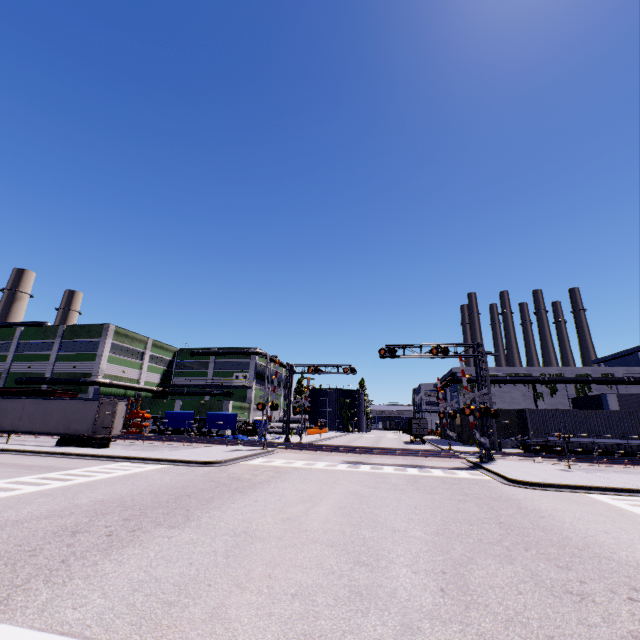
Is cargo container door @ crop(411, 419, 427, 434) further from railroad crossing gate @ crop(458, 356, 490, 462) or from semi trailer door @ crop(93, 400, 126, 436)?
semi trailer door @ crop(93, 400, 126, 436)

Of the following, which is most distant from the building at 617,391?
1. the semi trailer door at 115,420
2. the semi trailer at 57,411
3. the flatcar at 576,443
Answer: the semi trailer door at 115,420

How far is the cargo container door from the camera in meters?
46.0

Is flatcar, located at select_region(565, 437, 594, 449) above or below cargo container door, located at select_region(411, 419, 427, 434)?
below

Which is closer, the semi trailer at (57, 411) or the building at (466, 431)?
the semi trailer at (57, 411)

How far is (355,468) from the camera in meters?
19.2

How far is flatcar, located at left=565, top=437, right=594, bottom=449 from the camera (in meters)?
27.25

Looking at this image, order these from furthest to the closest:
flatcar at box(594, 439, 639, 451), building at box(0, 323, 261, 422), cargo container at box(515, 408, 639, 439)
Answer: building at box(0, 323, 261, 422)
cargo container at box(515, 408, 639, 439)
flatcar at box(594, 439, 639, 451)
